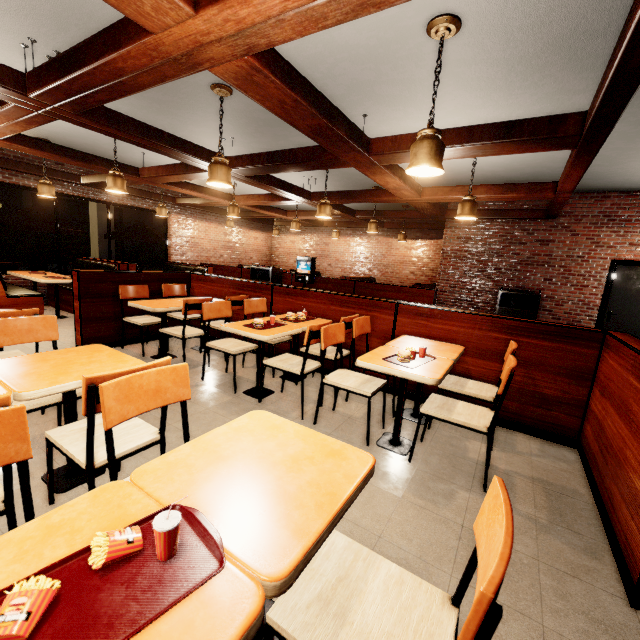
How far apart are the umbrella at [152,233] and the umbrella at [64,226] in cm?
109

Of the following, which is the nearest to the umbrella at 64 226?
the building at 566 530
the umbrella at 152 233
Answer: the building at 566 530

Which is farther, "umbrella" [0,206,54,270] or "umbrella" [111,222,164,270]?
"umbrella" [111,222,164,270]

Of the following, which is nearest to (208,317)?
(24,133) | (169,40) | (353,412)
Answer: (353,412)

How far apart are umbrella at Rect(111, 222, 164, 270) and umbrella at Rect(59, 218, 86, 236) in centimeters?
109cm

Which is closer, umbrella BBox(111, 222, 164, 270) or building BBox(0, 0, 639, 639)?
building BBox(0, 0, 639, 639)

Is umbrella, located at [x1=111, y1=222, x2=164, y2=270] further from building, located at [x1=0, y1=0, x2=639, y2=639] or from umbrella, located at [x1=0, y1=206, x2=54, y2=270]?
umbrella, located at [x1=0, y1=206, x2=54, y2=270]

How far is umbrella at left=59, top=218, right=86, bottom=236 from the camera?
8.2 meters
